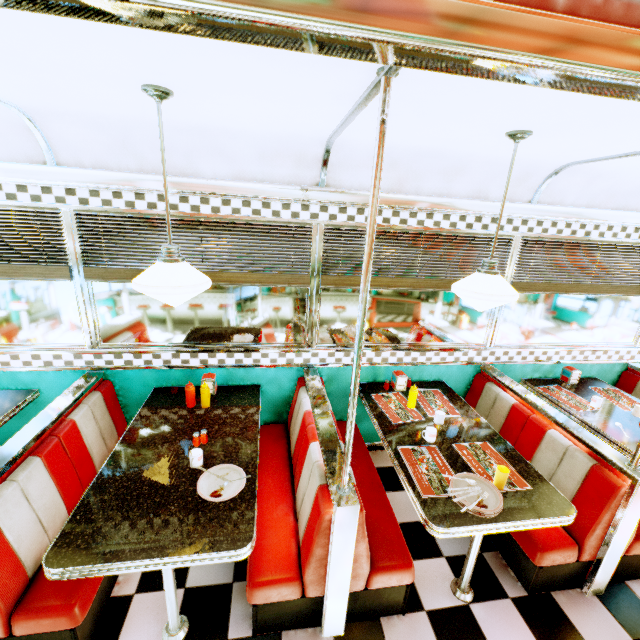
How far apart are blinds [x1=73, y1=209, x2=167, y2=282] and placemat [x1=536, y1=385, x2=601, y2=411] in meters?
2.8 m

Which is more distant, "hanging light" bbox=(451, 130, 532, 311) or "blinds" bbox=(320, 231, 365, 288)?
"blinds" bbox=(320, 231, 365, 288)

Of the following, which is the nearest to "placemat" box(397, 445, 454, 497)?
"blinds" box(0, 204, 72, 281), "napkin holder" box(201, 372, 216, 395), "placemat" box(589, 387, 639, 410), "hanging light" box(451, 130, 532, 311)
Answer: "hanging light" box(451, 130, 532, 311)

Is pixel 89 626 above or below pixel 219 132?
below

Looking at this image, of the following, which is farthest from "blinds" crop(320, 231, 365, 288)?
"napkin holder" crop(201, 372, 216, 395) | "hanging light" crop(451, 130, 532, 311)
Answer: "napkin holder" crop(201, 372, 216, 395)

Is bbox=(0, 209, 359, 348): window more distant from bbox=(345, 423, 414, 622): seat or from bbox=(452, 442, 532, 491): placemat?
bbox=(452, 442, 532, 491): placemat

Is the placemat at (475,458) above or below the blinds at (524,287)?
below

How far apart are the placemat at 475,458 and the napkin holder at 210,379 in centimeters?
218cm
